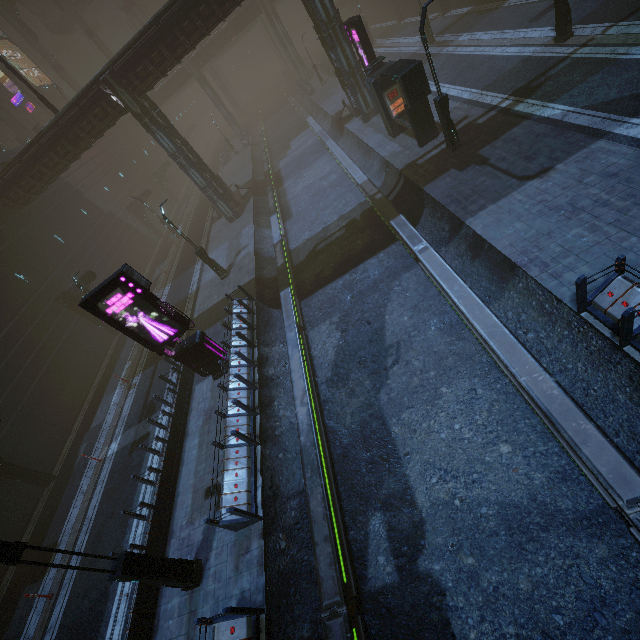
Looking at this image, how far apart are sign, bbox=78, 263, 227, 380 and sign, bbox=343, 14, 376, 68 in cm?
1806

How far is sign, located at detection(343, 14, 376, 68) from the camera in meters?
17.9

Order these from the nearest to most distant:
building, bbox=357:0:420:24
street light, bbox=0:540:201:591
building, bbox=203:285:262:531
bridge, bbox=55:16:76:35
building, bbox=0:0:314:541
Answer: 1. street light, bbox=0:540:201:591
2. building, bbox=203:285:262:531
3. building, bbox=0:0:314:541
4. building, bbox=357:0:420:24
5. bridge, bbox=55:16:76:35

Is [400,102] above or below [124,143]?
below

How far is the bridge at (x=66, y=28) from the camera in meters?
51.0

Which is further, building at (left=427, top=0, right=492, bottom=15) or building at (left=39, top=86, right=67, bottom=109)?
building at (left=39, top=86, right=67, bottom=109)

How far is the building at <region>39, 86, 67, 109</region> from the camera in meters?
52.6 m

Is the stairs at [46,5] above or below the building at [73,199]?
above
